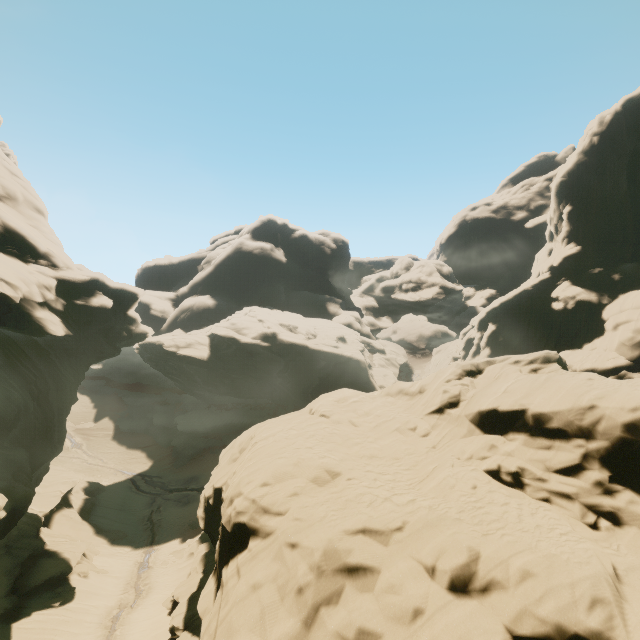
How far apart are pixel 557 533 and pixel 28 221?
40.14m
